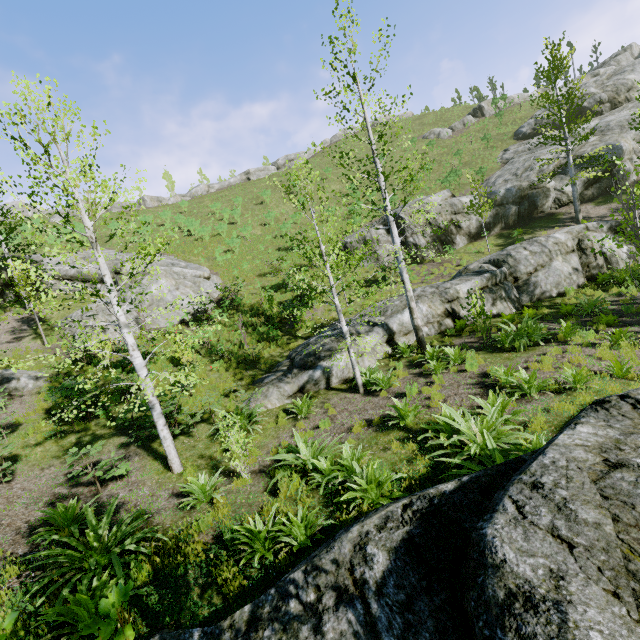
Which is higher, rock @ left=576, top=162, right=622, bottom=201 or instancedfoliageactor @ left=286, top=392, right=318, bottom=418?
rock @ left=576, top=162, right=622, bottom=201

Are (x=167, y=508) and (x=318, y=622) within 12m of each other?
yes

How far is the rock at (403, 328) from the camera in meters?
12.5

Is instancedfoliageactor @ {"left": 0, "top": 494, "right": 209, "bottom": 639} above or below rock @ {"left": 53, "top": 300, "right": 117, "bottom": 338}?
below

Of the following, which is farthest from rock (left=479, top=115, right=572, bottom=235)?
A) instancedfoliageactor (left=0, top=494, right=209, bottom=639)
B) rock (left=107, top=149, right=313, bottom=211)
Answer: rock (left=107, top=149, right=313, bottom=211)

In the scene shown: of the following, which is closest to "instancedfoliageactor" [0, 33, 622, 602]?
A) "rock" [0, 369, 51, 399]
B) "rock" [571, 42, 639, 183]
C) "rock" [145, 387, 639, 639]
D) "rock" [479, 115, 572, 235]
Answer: "rock" [0, 369, 51, 399]

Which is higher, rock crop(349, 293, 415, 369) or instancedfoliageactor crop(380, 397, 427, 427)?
rock crop(349, 293, 415, 369)

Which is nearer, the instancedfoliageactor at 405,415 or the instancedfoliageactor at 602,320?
the instancedfoliageactor at 405,415
